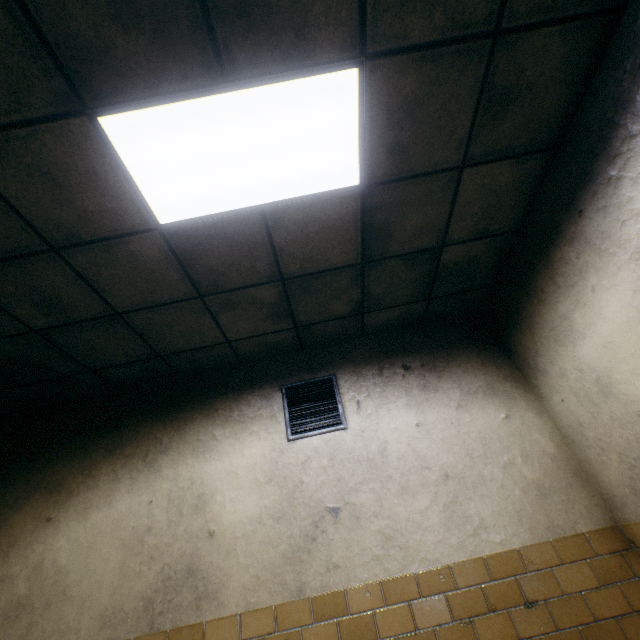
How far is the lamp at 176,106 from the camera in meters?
1.6

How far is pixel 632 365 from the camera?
1.9 meters

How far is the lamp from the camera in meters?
1.6 m
